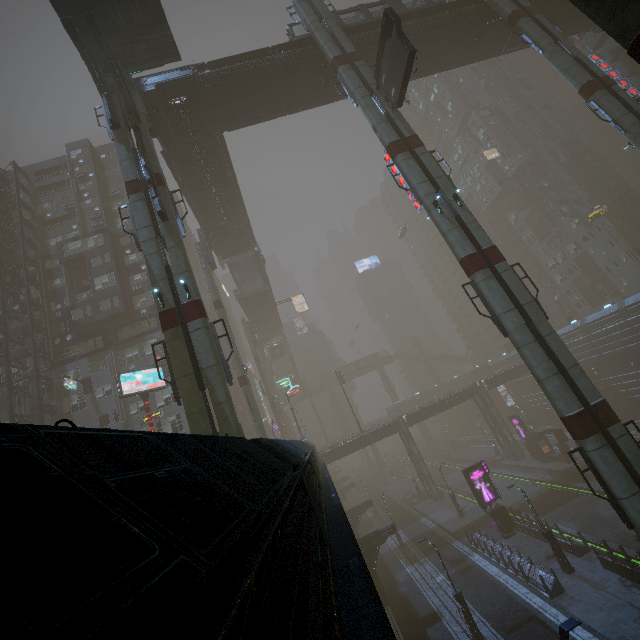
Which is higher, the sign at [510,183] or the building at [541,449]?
the sign at [510,183]

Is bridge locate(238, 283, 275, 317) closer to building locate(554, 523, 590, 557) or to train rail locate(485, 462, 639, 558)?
building locate(554, 523, 590, 557)

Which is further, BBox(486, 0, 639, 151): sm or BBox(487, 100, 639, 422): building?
BBox(487, 100, 639, 422): building

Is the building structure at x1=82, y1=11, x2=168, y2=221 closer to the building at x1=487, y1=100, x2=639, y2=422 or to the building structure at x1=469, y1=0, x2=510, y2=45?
the building at x1=487, y1=100, x2=639, y2=422

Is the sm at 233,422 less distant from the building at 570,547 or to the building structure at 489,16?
the building at 570,547

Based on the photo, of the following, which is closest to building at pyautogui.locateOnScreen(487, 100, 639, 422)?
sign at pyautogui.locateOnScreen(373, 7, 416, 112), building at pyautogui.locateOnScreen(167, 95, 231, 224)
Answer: sign at pyautogui.locateOnScreen(373, 7, 416, 112)

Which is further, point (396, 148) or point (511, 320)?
point (396, 148)

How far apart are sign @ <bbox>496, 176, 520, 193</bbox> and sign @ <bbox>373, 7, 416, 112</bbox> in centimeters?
4677cm
